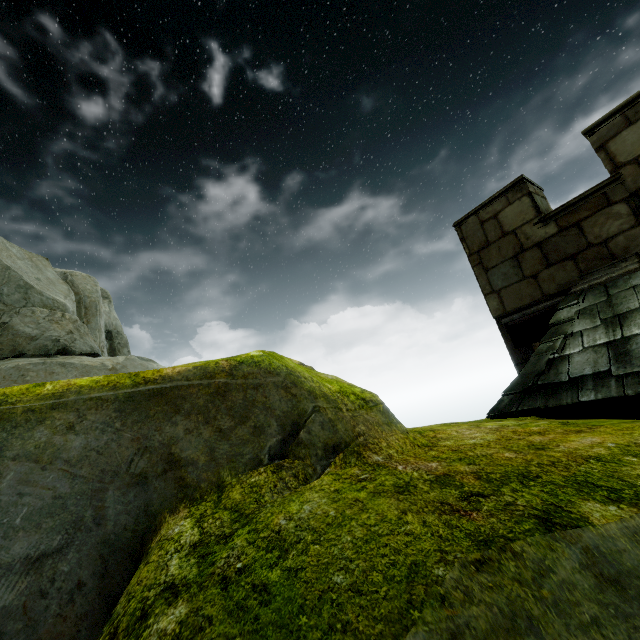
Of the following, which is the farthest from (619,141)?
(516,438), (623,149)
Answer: (516,438)
